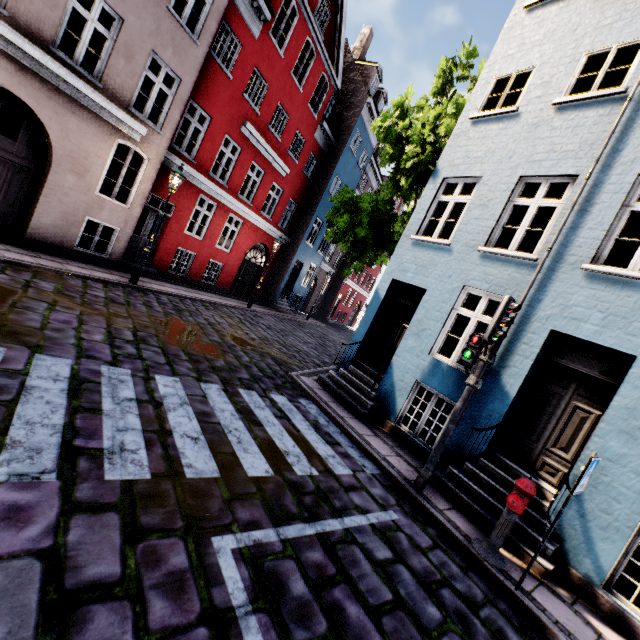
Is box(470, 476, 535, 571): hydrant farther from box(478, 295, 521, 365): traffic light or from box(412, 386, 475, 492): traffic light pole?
box(478, 295, 521, 365): traffic light

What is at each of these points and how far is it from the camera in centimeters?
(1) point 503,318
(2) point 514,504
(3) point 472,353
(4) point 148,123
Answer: (1) traffic light, 487cm
(2) hydrant, 427cm
(3) pedestrian light, 529cm
(4) building, 994cm

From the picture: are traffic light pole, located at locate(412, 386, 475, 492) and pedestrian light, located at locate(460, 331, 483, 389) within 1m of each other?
yes

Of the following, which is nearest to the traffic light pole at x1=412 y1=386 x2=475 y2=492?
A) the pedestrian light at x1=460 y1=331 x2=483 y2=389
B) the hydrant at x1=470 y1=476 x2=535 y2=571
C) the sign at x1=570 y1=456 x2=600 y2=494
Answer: the pedestrian light at x1=460 y1=331 x2=483 y2=389

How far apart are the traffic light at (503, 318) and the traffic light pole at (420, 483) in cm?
46

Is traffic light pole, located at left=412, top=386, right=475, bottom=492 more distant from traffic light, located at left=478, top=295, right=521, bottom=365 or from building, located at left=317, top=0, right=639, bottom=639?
building, located at left=317, top=0, right=639, bottom=639

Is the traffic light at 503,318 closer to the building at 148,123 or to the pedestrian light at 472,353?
the pedestrian light at 472,353

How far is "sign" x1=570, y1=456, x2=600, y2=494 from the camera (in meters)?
3.69
